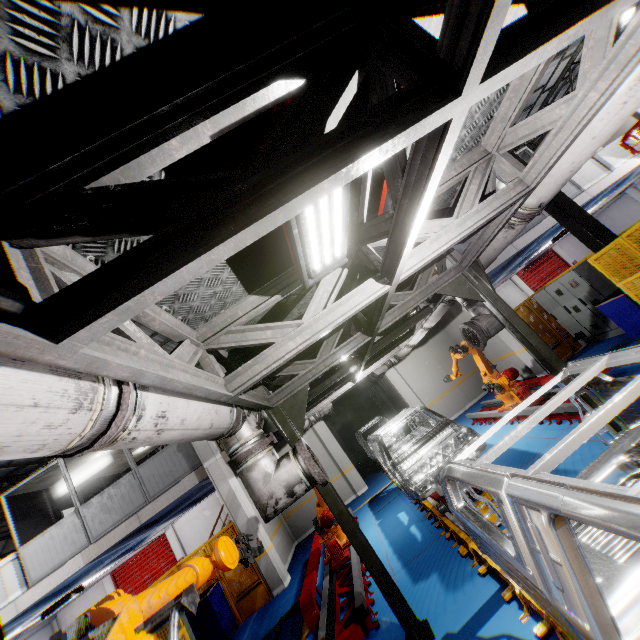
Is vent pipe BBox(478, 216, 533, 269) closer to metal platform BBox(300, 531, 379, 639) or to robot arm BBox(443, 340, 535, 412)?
robot arm BBox(443, 340, 535, 412)

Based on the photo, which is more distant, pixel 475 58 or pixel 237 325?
pixel 237 325

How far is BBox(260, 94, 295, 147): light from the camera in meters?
1.7 m

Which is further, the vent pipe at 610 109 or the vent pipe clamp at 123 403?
the vent pipe at 610 109

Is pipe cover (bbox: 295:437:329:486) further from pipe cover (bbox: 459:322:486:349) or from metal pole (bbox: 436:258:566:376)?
pipe cover (bbox: 459:322:486:349)

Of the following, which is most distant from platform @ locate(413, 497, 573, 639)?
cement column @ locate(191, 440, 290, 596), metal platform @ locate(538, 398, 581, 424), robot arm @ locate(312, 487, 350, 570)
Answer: cement column @ locate(191, 440, 290, 596)

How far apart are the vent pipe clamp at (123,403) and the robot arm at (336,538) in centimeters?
683cm

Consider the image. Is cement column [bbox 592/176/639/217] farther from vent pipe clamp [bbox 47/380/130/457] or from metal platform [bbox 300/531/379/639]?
vent pipe clamp [bbox 47/380/130/457]
